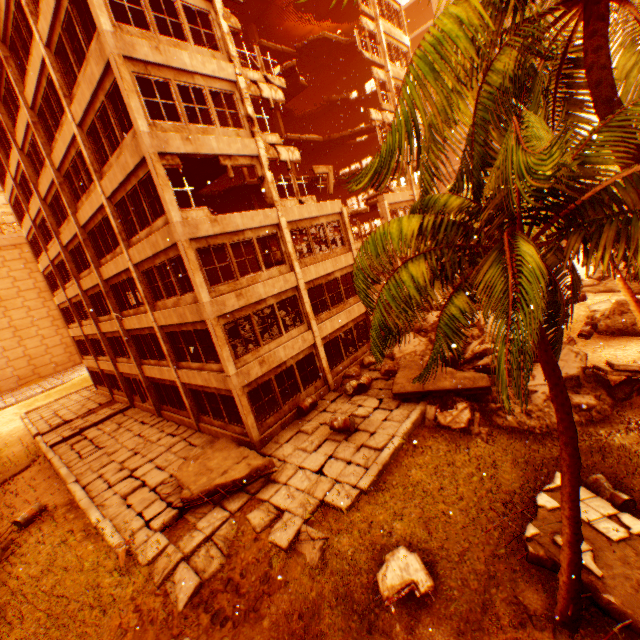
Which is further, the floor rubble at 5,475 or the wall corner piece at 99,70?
the floor rubble at 5,475

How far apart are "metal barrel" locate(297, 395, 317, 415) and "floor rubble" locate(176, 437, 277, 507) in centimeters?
293cm

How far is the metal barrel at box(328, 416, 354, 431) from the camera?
12.2 meters

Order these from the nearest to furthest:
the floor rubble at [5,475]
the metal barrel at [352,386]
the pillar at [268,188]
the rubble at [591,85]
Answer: the rubble at [591,85]
the pillar at [268,188]
the metal barrel at [352,386]
the floor rubble at [5,475]

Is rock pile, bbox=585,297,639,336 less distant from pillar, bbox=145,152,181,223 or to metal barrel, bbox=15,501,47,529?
pillar, bbox=145,152,181,223

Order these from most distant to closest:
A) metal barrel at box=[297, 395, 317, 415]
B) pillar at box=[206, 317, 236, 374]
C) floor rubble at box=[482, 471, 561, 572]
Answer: metal barrel at box=[297, 395, 317, 415], pillar at box=[206, 317, 236, 374], floor rubble at box=[482, 471, 561, 572]

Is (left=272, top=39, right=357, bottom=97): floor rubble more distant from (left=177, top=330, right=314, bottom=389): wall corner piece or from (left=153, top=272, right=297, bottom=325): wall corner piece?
(left=177, top=330, right=314, bottom=389): wall corner piece

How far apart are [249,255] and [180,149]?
20.0m
